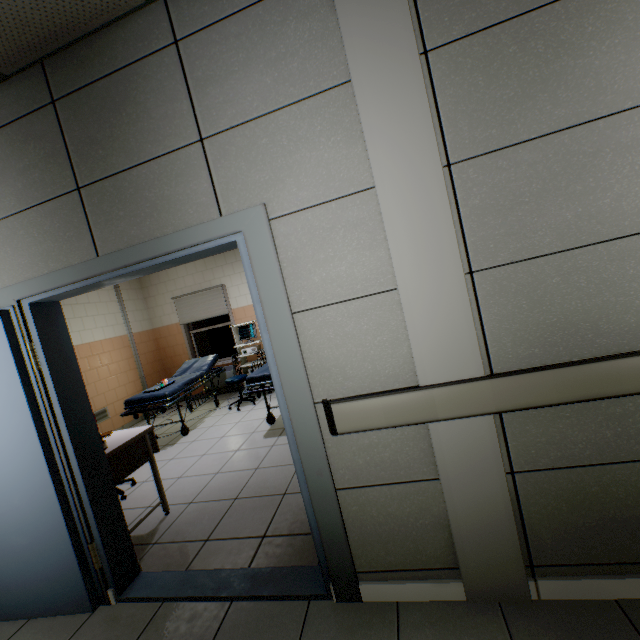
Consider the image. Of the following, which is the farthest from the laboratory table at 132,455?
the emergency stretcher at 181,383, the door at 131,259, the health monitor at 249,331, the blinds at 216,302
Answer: the blinds at 216,302

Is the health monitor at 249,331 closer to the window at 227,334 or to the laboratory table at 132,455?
the window at 227,334

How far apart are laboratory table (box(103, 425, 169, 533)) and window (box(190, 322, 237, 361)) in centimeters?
→ 414cm

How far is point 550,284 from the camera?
1.40m

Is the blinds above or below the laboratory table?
above

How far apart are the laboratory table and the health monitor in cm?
323

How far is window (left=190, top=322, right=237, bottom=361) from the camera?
7.4 meters

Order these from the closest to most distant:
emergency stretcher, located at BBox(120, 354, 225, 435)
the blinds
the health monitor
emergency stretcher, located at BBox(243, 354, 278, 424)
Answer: emergency stretcher, located at BBox(243, 354, 278, 424) → emergency stretcher, located at BBox(120, 354, 225, 435) → the health monitor → the blinds
